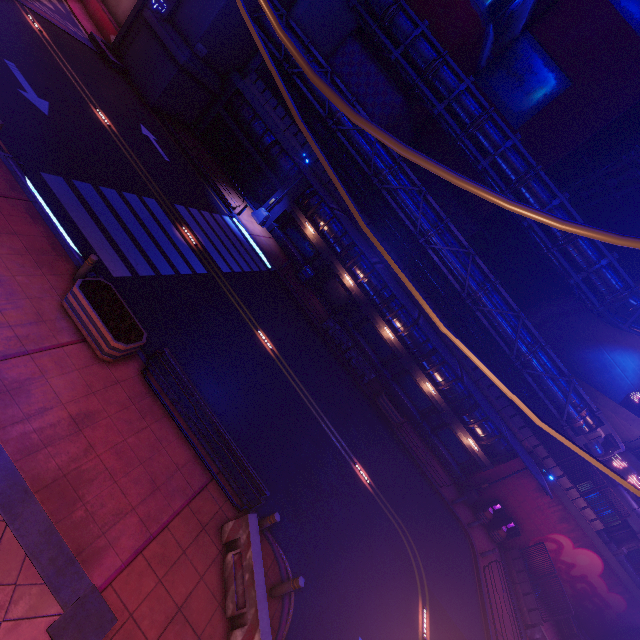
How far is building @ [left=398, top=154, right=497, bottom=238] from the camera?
31.1 meters

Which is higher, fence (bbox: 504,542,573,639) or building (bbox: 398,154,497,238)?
building (bbox: 398,154,497,238)

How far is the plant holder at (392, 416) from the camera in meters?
21.3

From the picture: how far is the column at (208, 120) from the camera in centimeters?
2466cm

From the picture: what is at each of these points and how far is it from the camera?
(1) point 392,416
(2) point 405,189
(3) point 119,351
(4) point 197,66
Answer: (1) plant holder, 21.4 meters
(2) pipe, 21.7 meters
(3) plant holder, 8.4 meters
(4) wall arch, 22.0 meters

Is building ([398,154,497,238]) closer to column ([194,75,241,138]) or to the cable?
column ([194,75,241,138])

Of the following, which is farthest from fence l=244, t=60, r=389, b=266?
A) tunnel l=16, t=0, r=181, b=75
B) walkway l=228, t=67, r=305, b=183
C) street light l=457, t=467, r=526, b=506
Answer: tunnel l=16, t=0, r=181, b=75

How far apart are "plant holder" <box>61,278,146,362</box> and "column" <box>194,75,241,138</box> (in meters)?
22.24
